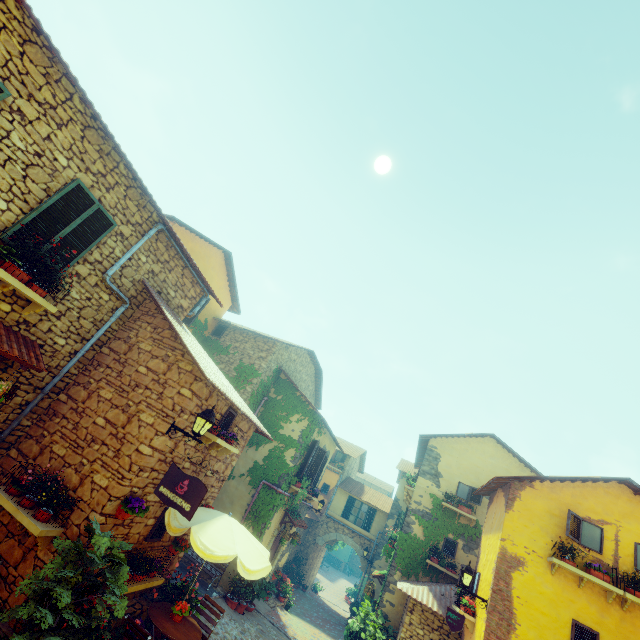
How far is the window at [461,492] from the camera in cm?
1498

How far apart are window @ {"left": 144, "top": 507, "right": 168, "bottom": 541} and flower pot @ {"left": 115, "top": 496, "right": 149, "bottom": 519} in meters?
1.0 m

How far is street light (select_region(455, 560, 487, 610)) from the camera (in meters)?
9.01

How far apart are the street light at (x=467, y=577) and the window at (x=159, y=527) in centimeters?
807cm

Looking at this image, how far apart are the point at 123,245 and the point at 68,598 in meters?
6.3 m

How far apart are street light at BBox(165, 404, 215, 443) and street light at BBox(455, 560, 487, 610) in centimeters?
855cm

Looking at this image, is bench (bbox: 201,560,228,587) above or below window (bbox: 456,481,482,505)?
below

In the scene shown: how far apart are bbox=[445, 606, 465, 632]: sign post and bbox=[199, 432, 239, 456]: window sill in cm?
760
